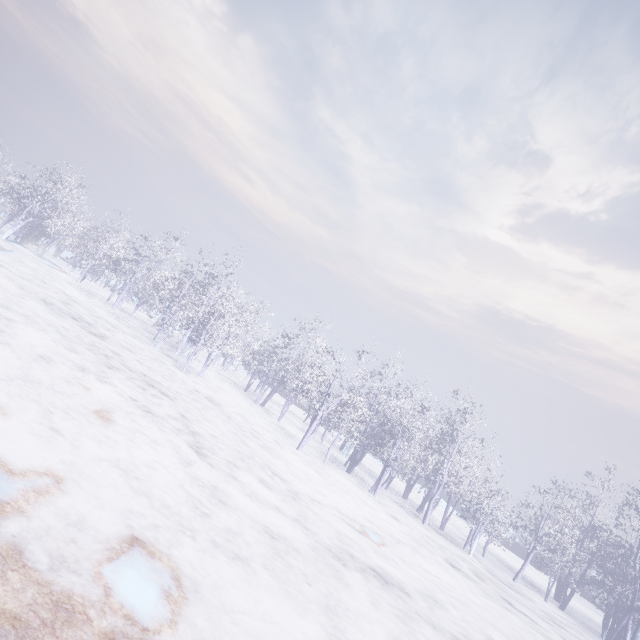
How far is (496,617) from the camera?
9.7m
